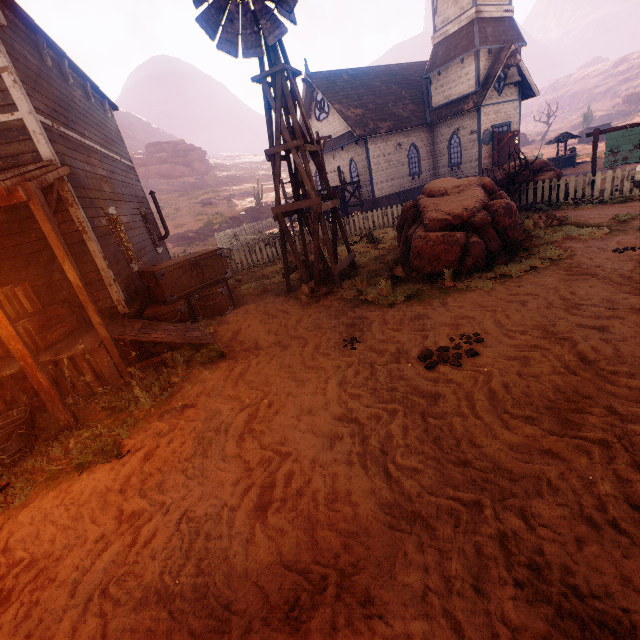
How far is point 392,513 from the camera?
2.8 meters

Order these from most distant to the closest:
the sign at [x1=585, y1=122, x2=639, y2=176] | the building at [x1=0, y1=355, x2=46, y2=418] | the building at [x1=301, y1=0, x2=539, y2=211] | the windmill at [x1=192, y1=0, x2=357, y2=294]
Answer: the building at [x1=301, y1=0, x2=539, y2=211] < the sign at [x1=585, y1=122, x2=639, y2=176] < the windmill at [x1=192, y1=0, x2=357, y2=294] < the building at [x1=0, y1=355, x2=46, y2=418]

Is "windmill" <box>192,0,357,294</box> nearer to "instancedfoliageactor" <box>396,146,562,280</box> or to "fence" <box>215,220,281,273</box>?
"instancedfoliageactor" <box>396,146,562,280</box>

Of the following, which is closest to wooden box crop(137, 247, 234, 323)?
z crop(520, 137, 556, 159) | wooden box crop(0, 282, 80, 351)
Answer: z crop(520, 137, 556, 159)

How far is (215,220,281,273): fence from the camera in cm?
1409

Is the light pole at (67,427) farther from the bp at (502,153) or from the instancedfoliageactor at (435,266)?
the bp at (502,153)

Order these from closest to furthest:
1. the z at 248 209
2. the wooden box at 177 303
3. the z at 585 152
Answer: the wooden box at 177 303, the z at 585 152, the z at 248 209

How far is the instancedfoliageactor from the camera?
7.38m
